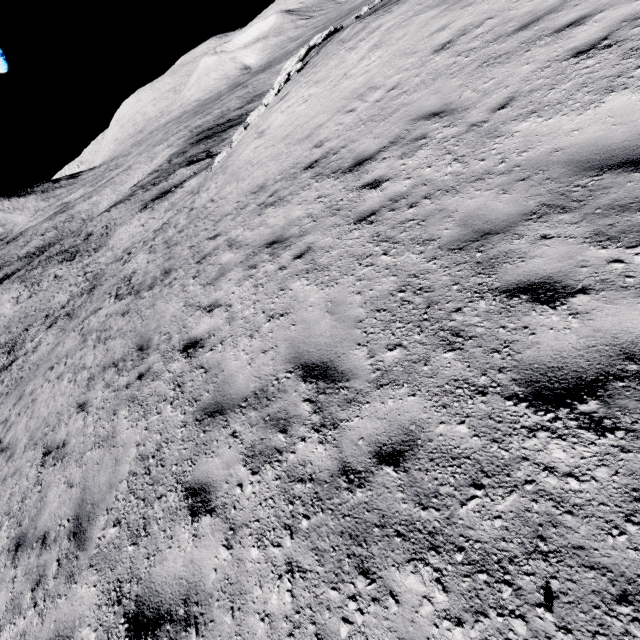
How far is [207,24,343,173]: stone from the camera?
19.4m

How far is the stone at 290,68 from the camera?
19.4 meters

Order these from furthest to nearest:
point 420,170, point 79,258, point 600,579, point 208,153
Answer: point 208,153
point 79,258
point 420,170
point 600,579
